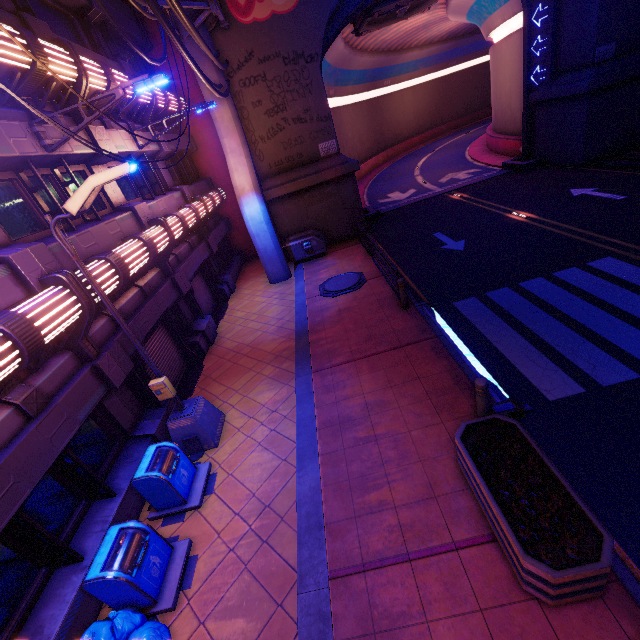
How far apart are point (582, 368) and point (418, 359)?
3.4m

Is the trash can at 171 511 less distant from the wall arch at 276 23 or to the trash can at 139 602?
the trash can at 139 602

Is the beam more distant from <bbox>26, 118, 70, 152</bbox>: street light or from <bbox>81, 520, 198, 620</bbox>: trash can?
<bbox>26, 118, 70, 152</bbox>: street light

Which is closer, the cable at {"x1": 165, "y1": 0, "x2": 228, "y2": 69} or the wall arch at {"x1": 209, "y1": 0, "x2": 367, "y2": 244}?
the cable at {"x1": 165, "y1": 0, "x2": 228, "y2": 69}

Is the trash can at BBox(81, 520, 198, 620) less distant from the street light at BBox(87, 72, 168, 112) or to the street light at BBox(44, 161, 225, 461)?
the street light at BBox(44, 161, 225, 461)

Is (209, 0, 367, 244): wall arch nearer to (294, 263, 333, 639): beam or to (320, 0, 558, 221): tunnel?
(320, 0, 558, 221): tunnel

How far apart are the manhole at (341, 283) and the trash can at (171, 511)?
7.6m

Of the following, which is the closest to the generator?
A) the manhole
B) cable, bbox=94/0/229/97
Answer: the manhole
